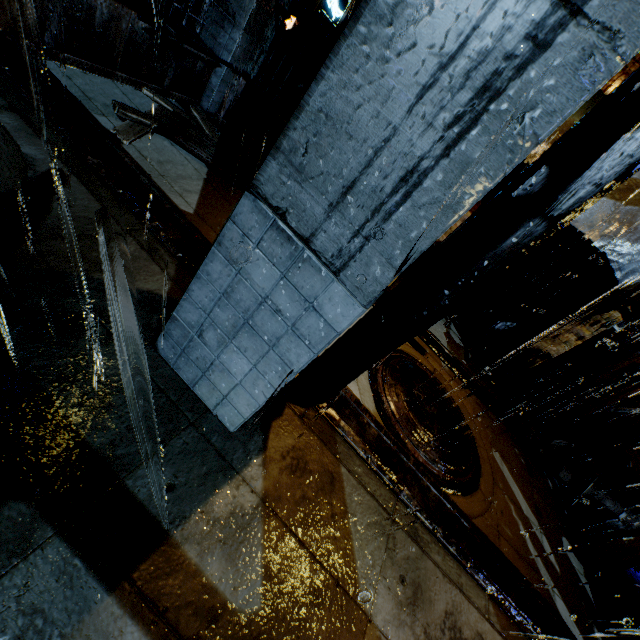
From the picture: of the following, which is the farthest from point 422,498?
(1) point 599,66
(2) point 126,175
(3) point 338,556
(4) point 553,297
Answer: (4) point 553,297

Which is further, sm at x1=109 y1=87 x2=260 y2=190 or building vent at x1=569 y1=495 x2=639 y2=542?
building vent at x1=569 y1=495 x2=639 y2=542

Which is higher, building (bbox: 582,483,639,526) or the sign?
the sign

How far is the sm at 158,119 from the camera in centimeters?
474cm

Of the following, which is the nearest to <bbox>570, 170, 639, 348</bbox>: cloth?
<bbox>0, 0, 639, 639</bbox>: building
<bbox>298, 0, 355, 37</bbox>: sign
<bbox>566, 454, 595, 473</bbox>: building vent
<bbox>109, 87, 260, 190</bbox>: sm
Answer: <bbox>0, 0, 639, 639</bbox>: building

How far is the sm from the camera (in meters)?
4.74

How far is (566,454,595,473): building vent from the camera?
7.4 meters

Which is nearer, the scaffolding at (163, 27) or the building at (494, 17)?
the building at (494, 17)
